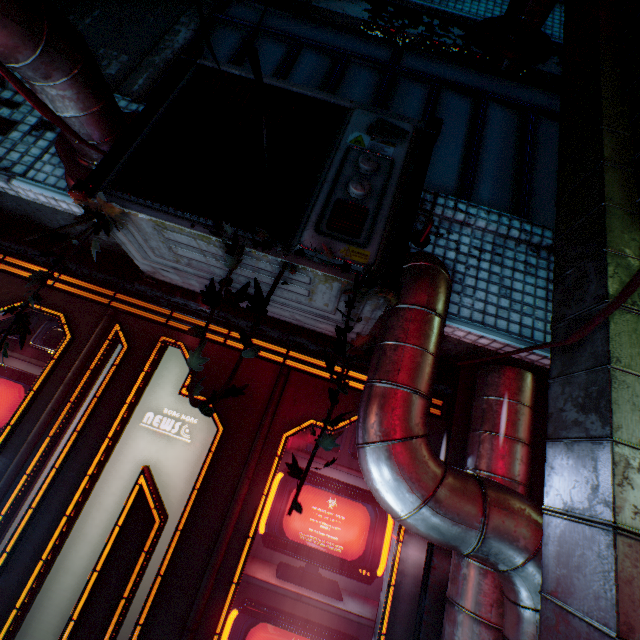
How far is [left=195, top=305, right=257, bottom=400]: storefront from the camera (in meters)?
2.00

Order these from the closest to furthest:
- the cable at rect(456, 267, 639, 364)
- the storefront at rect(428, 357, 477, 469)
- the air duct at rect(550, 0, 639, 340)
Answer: the cable at rect(456, 267, 639, 364)
the air duct at rect(550, 0, 639, 340)
the storefront at rect(428, 357, 477, 469)

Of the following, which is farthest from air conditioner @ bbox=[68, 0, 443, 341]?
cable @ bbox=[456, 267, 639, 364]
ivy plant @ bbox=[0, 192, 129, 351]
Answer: cable @ bbox=[456, 267, 639, 364]

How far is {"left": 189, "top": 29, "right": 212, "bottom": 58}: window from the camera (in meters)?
2.56

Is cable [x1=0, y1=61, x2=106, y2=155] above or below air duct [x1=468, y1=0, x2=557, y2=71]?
below

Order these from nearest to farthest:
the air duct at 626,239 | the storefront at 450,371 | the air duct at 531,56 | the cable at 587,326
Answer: the cable at 587,326, the air duct at 626,239, the storefront at 450,371, the air duct at 531,56

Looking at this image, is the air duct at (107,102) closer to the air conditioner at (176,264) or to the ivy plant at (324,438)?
the air conditioner at (176,264)

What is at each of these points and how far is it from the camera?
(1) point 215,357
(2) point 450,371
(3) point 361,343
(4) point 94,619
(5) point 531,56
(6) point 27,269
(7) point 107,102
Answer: (1) storefront, 2.05m
(2) storefront, 2.12m
(3) ivy plant, 0.90m
(4) storefront, 1.55m
(5) air duct, 2.64m
(6) storefront, 2.24m
(7) air duct, 1.63m
